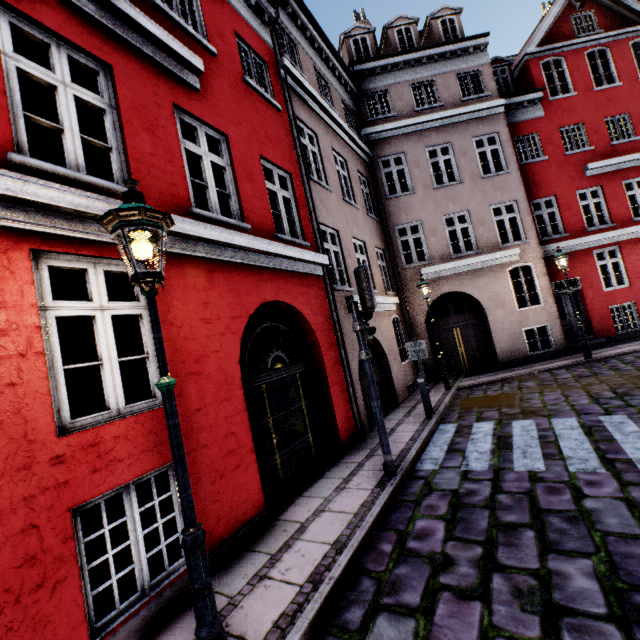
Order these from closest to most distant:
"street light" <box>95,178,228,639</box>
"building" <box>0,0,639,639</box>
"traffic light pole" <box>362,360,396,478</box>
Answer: "street light" <box>95,178,228,639</box>
"building" <box>0,0,639,639</box>
"traffic light pole" <box>362,360,396,478</box>

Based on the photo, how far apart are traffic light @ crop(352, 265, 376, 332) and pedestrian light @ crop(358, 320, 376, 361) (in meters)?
0.06

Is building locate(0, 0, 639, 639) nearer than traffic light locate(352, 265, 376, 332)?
Yes

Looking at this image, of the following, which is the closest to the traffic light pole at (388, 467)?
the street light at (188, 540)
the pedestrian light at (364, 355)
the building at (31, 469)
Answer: the pedestrian light at (364, 355)

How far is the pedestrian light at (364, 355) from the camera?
5.38m

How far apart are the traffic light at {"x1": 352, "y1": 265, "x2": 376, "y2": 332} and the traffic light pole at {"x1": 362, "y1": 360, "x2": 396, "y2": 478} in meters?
0.5 m

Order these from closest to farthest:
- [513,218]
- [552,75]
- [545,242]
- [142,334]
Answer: [142,334] < [545,242] < [513,218] < [552,75]

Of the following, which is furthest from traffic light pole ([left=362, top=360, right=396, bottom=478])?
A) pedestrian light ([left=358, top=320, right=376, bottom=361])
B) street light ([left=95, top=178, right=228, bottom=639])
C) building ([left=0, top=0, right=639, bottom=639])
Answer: street light ([left=95, top=178, right=228, bottom=639])
